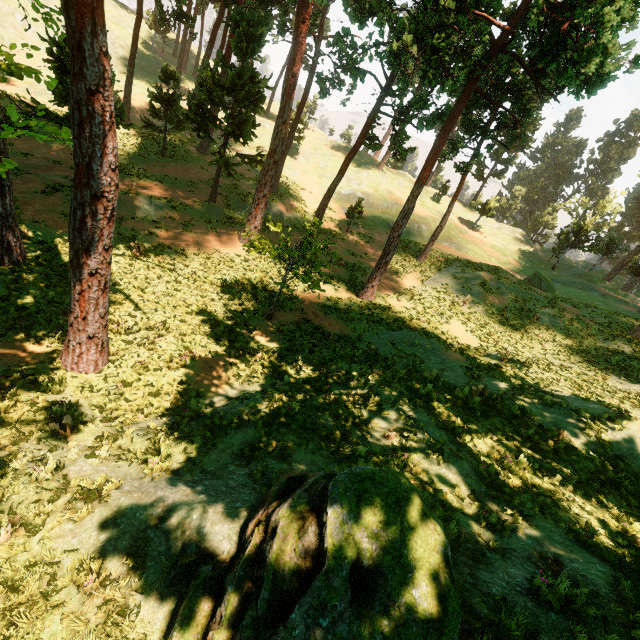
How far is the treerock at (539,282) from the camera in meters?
31.8

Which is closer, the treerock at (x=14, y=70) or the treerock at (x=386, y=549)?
the treerock at (x=386, y=549)

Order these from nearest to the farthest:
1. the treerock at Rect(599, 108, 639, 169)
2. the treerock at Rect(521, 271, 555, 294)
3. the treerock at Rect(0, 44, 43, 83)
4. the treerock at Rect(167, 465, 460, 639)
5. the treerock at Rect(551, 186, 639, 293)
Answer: the treerock at Rect(167, 465, 460, 639), the treerock at Rect(0, 44, 43, 83), the treerock at Rect(521, 271, 555, 294), the treerock at Rect(551, 186, 639, 293), the treerock at Rect(599, 108, 639, 169)

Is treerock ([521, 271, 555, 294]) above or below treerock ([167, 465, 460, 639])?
above

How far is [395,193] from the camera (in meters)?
46.62

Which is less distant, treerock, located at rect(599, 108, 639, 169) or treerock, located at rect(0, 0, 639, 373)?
treerock, located at rect(0, 0, 639, 373)

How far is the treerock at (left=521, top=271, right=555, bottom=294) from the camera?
31.8 meters
